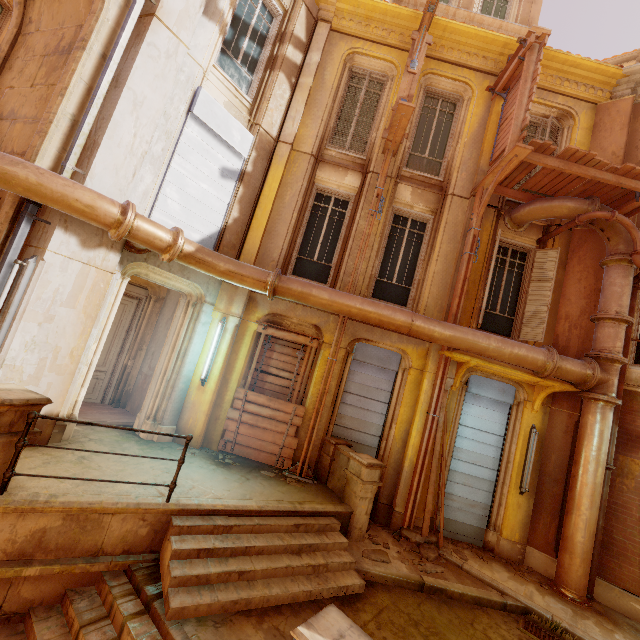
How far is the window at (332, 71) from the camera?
8.7m

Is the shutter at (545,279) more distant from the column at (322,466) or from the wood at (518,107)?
the column at (322,466)

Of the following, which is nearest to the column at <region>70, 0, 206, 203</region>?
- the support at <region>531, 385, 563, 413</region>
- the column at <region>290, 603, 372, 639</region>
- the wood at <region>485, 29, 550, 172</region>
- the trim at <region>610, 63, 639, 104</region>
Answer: the column at <region>290, 603, 372, 639</region>

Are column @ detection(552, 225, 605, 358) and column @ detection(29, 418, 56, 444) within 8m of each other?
no

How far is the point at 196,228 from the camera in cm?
717

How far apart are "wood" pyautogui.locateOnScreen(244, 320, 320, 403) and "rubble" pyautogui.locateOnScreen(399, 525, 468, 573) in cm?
358

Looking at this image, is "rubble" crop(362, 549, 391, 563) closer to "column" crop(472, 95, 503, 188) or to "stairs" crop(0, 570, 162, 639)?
"stairs" crop(0, 570, 162, 639)

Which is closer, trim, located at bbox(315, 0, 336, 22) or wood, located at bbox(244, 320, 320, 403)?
wood, located at bbox(244, 320, 320, 403)
